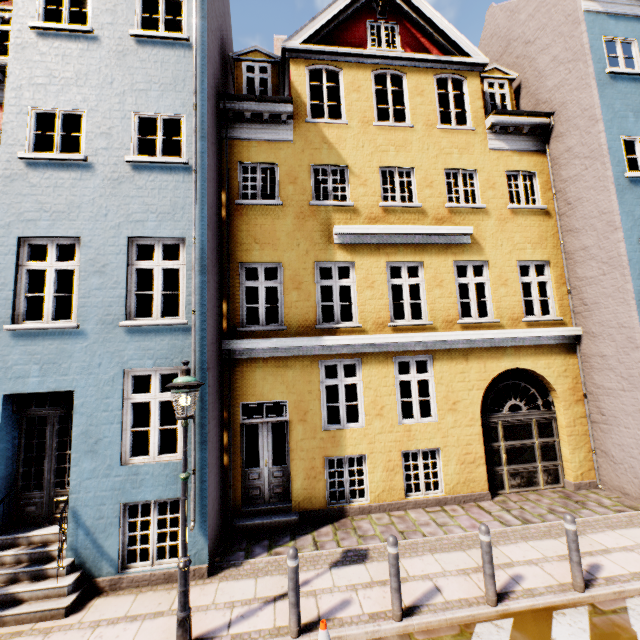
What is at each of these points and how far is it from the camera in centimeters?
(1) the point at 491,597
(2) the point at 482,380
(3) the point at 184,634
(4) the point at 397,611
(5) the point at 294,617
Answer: (1) bollard, 484cm
(2) building, 881cm
(3) street light, 433cm
(4) bollard, 464cm
(5) bollard, 446cm

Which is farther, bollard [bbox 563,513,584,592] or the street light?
bollard [bbox 563,513,584,592]

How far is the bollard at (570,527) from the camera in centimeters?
504cm

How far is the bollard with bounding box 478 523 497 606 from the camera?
4.8m

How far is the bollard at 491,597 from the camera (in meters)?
4.85

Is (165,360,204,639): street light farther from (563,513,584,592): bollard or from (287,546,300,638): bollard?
(563,513,584,592): bollard

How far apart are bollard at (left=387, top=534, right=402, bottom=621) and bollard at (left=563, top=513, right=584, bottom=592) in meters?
2.8

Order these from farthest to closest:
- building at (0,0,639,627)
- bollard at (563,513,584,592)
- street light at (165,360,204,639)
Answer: building at (0,0,639,627), bollard at (563,513,584,592), street light at (165,360,204,639)
